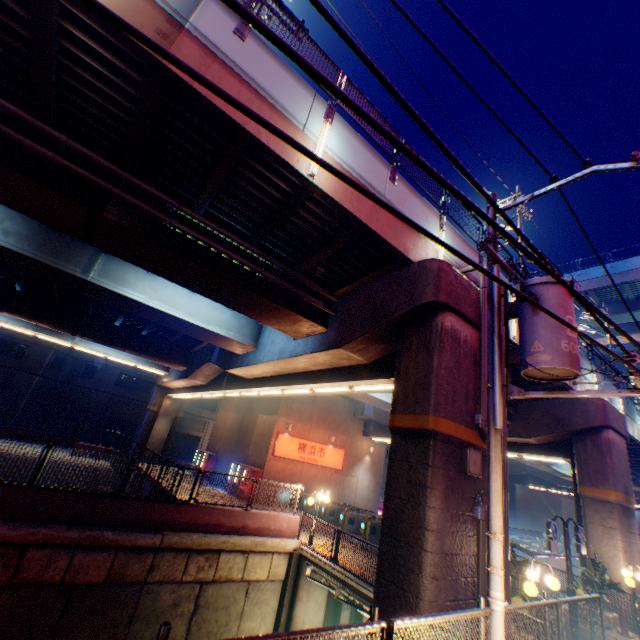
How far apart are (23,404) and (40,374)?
3.25m

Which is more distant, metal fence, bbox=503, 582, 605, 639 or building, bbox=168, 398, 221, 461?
building, bbox=168, 398, 221, 461

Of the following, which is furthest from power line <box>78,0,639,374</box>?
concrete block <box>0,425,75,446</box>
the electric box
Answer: concrete block <box>0,425,75,446</box>

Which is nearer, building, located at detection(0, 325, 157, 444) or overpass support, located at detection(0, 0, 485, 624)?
overpass support, located at detection(0, 0, 485, 624)

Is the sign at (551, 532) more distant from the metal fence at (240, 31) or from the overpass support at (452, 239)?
the metal fence at (240, 31)

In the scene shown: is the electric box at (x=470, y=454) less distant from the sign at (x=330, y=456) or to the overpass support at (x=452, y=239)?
the overpass support at (x=452, y=239)

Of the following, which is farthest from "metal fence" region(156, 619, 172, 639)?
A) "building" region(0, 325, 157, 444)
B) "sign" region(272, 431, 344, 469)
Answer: "building" region(0, 325, 157, 444)

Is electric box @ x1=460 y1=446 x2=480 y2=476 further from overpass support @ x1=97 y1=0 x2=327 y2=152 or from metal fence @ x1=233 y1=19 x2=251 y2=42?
metal fence @ x1=233 y1=19 x2=251 y2=42
